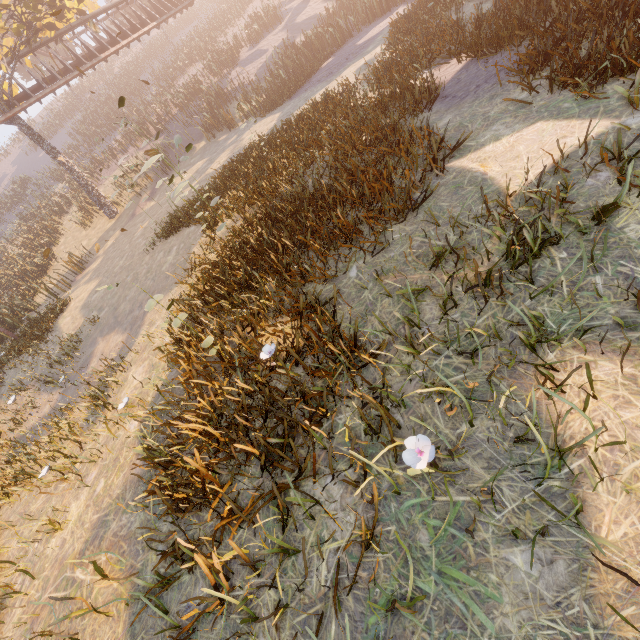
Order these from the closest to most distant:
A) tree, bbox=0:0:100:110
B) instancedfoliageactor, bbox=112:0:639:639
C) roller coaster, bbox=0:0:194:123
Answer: instancedfoliageactor, bbox=112:0:639:639 → tree, bbox=0:0:100:110 → roller coaster, bbox=0:0:194:123

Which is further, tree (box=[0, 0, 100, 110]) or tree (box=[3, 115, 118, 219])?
tree (box=[3, 115, 118, 219])

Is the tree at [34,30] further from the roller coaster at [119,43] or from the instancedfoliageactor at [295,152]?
the instancedfoliageactor at [295,152]

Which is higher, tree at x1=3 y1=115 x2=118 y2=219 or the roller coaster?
the roller coaster

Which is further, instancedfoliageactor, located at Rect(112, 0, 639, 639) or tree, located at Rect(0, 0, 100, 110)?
tree, located at Rect(0, 0, 100, 110)

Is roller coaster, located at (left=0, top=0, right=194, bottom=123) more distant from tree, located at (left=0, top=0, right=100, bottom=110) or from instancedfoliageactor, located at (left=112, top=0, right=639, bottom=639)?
instancedfoliageactor, located at (left=112, top=0, right=639, bottom=639)

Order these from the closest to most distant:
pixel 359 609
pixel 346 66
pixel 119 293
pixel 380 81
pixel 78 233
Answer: pixel 359 609
pixel 380 81
pixel 119 293
pixel 346 66
pixel 78 233

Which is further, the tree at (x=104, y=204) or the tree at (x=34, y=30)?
the tree at (x=104, y=204)
